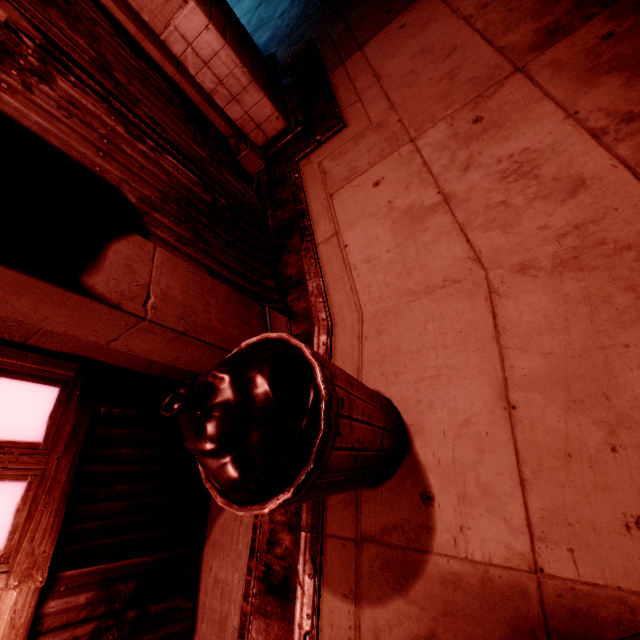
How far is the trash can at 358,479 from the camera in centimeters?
108cm

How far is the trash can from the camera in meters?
1.1

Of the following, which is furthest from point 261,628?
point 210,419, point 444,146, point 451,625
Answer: point 444,146
